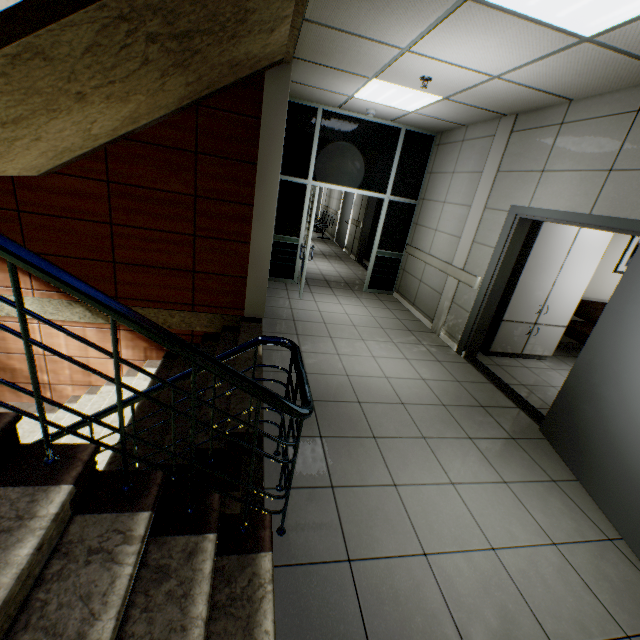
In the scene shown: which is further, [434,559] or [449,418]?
[449,418]

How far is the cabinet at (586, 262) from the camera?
4.38m

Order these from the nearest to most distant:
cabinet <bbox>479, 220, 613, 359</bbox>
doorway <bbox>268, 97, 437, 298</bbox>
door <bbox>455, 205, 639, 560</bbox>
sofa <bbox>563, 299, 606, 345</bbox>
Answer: door <bbox>455, 205, 639, 560</bbox>, cabinet <bbox>479, 220, 613, 359</bbox>, sofa <bbox>563, 299, 606, 345</bbox>, doorway <bbox>268, 97, 437, 298</bbox>

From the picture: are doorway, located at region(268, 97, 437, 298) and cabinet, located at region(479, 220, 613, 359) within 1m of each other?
no

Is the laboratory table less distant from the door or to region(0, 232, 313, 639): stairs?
the door

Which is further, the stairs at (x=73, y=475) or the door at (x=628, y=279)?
the door at (x=628, y=279)

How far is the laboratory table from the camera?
4.9 meters

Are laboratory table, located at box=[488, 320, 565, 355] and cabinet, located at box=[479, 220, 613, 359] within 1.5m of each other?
yes
